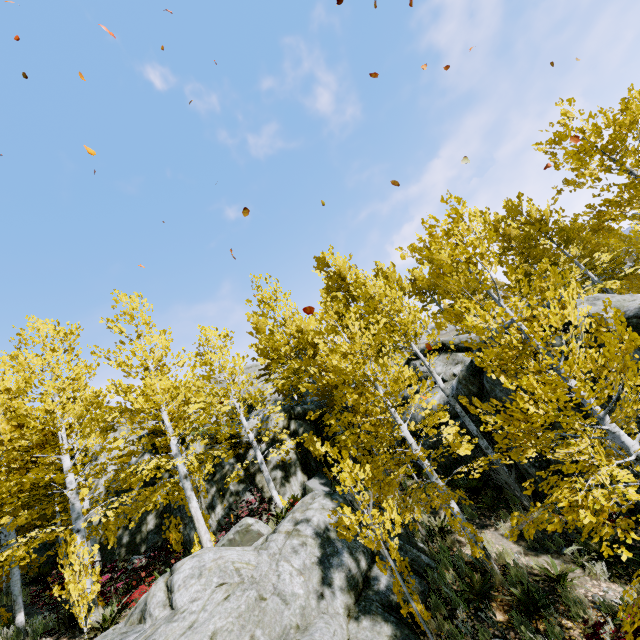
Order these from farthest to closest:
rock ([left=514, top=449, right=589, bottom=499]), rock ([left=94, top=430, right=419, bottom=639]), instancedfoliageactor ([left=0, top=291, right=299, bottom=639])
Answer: rock ([left=514, top=449, right=589, bottom=499]), instancedfoliageactor ([left=0, top=291, right=299, bottom=639]), rock ([left=94, top=430, right=419, bottom=639])

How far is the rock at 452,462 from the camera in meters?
11.0

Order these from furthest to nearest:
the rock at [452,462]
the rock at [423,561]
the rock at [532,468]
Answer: the rock at [452,462] < the rock at [532,468] < the rock at [423,561]

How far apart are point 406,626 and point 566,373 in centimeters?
617cm

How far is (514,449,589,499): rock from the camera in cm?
904

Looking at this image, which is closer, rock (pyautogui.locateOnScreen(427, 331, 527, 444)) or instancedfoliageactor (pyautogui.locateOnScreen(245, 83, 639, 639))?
instancedfoliageactor (pyautogui.locateOnScreen(245, 83, 639, 639))

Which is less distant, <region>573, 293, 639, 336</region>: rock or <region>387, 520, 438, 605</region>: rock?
<region>387, 520, 438, 605</region>: rock
